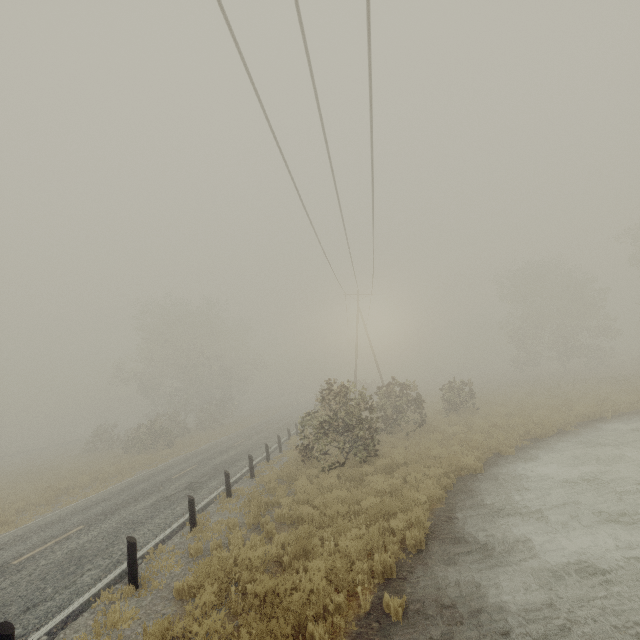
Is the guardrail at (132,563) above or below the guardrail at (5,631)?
below

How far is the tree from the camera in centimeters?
3256cm

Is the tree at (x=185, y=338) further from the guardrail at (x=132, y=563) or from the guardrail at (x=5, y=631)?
the guardrail at (x=5, y=631)

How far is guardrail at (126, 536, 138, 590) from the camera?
6.9 meters

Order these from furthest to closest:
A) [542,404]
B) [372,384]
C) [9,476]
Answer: [372,384] → [9,476] → [542,404]

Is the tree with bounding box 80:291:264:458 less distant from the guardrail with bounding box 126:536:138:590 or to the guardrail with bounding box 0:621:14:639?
the guardrail with bounding box 126:536:138:590
